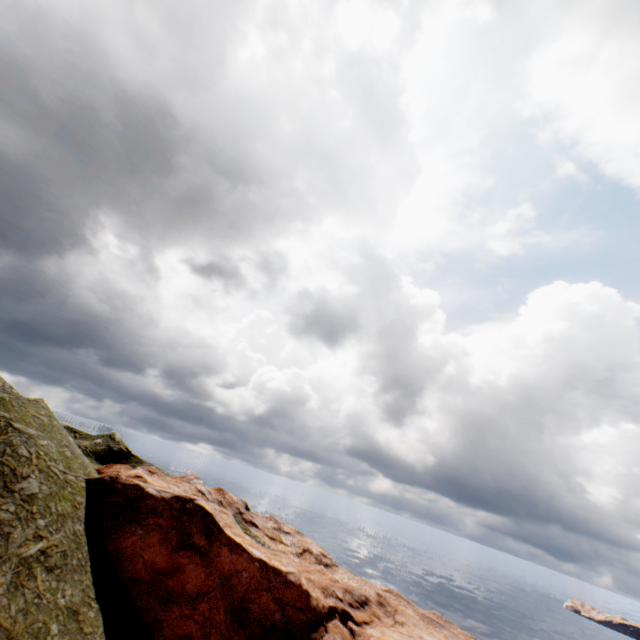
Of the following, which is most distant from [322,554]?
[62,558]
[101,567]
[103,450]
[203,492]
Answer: [62,558]
